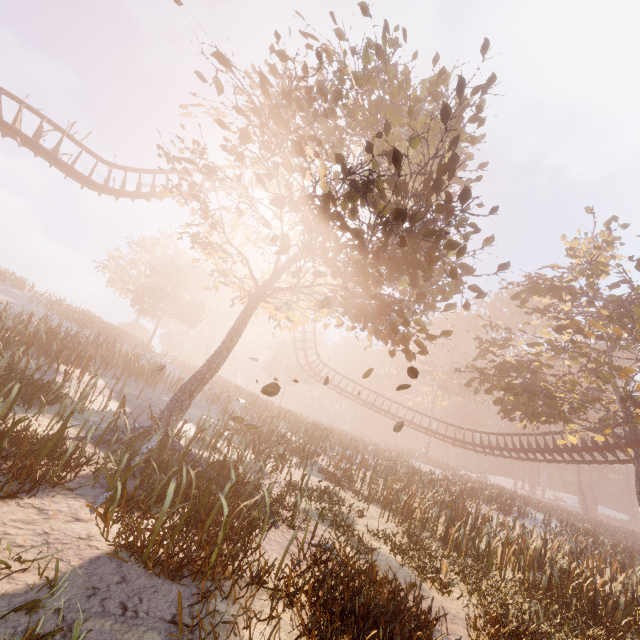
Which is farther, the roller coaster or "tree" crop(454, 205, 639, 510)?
"tree" crop(454, 205, 639, 510)

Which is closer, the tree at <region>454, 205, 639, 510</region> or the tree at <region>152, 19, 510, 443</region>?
the tree at <region>152, 19, 510, 443</region>

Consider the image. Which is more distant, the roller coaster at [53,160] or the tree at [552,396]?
the tree at [552,396]

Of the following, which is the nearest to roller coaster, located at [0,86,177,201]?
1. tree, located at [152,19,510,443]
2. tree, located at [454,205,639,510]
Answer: tree, located at [454,205,639,510]

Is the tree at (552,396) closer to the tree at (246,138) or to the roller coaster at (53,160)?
the roller coaster at (53,160)

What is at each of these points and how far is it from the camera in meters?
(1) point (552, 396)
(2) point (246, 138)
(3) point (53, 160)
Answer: (1) tree, 17.7
(2) tree, 8.3
(3) roller coaster, 16.5

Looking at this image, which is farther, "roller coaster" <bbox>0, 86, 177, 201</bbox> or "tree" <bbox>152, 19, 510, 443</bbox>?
"roller coaster" <bbox>0, 86, 177, 201</bbox>
